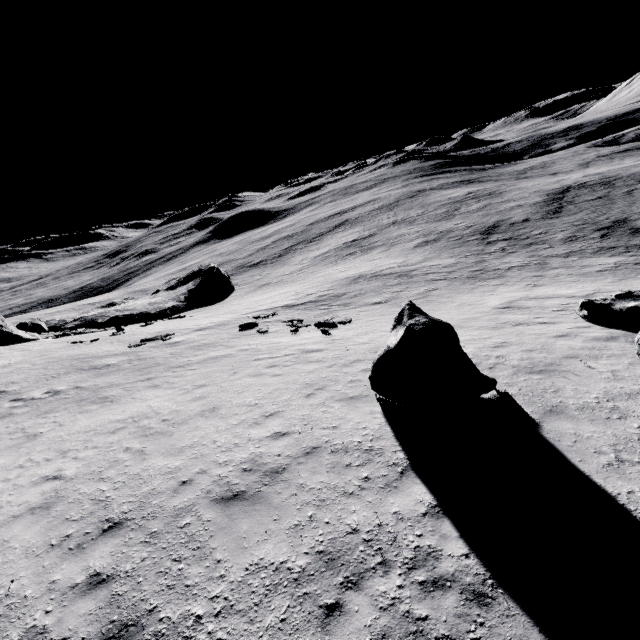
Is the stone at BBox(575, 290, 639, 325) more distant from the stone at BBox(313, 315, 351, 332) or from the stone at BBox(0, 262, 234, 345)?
the stone at BBox(0, 262, 234, 345)

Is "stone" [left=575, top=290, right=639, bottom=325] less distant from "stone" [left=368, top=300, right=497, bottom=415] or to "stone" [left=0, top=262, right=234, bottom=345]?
"stone" [left=368, top=300, right=497, bottom=415]

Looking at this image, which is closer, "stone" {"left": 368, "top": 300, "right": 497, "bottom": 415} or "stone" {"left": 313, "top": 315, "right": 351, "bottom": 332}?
"stone" {"left": 368, "top": 300, "right": 497, "bottom": 415}

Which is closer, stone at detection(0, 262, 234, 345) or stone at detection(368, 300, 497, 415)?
stone at detection(368, 300, 497, 415)

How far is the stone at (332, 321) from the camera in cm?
1716

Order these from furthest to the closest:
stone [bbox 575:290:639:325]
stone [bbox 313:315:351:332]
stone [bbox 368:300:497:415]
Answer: stone [bbox 313:315:351:332] → stone [bbox 575:290:639:325] → stone [bbox 368:300:497:415]

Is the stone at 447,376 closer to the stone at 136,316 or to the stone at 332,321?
the stone at 332,321

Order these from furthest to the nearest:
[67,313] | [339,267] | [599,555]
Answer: [67,313] → [339,267] → [599,555]
